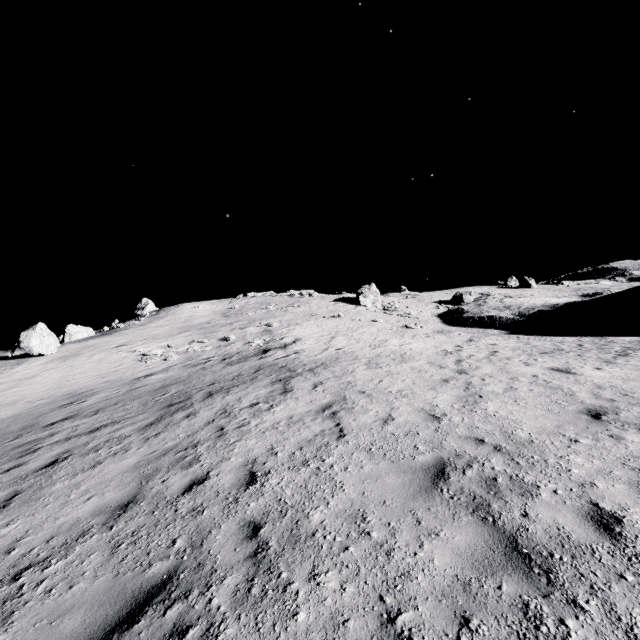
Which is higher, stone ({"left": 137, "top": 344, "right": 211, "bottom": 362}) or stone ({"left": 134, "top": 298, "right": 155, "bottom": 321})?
stone ({"left": 134, "top": 298, "right": 155, "bottom": 321})

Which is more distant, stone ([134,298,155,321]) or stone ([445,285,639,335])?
stone ([134,298,155,321])

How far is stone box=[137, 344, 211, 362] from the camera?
21.56m

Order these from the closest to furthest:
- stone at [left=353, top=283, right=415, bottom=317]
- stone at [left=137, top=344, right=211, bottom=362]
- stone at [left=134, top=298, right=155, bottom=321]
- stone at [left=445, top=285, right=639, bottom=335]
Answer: stone at [left=137, top=344, right=211, bottom=362] < stone at [left=445, top=285, right=639, bottom=335] < stone at [left=353, top=283, right=415, bottom=317] < stone at [left=134, top=298, right=155, bottom=321]

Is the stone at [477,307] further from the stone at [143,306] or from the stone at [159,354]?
the stone at [143,306]

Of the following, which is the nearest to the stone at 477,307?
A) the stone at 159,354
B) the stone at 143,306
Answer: the stone at 159,354

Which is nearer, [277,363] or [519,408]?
[519,408]

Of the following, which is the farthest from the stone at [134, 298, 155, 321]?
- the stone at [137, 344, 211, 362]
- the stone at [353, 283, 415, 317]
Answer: the stone at [353, 283, 415, 317]
